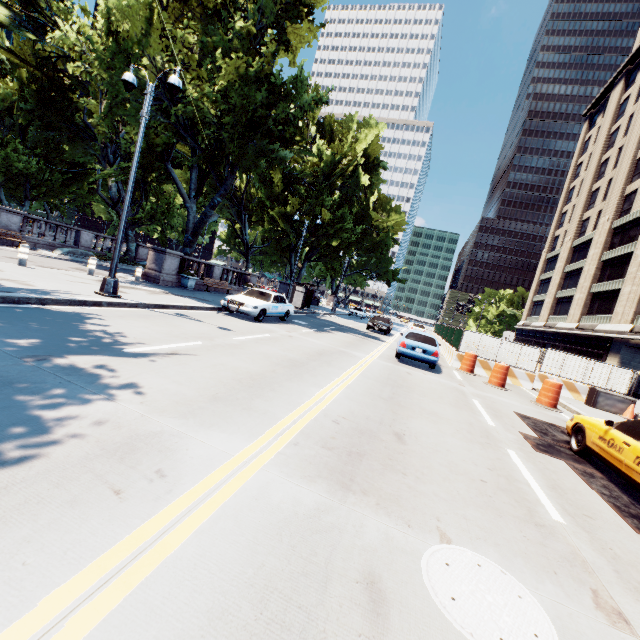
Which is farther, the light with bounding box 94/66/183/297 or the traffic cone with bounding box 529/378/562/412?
the traffic cone with bounding box 529/378/562/412

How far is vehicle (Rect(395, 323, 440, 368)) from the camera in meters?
13.6

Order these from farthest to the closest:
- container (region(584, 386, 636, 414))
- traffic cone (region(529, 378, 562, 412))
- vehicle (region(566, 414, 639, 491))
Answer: container (region(584, 386, 636, 414)) → traffic cone (region(529, 378, 562, 412)) → vehicle (region(566, 414, 639, 491))

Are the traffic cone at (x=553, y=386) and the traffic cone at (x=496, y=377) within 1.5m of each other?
yes

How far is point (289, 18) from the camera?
19.0 meters

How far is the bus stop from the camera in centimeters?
2800cm

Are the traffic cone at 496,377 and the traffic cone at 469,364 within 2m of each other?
yes

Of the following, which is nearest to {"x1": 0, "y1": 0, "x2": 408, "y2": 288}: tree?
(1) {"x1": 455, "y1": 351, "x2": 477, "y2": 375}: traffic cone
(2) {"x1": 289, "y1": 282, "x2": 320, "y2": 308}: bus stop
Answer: (2) {"x1": 289, "y1": 282, "x2": 320, "y2": 308}: bus stop
